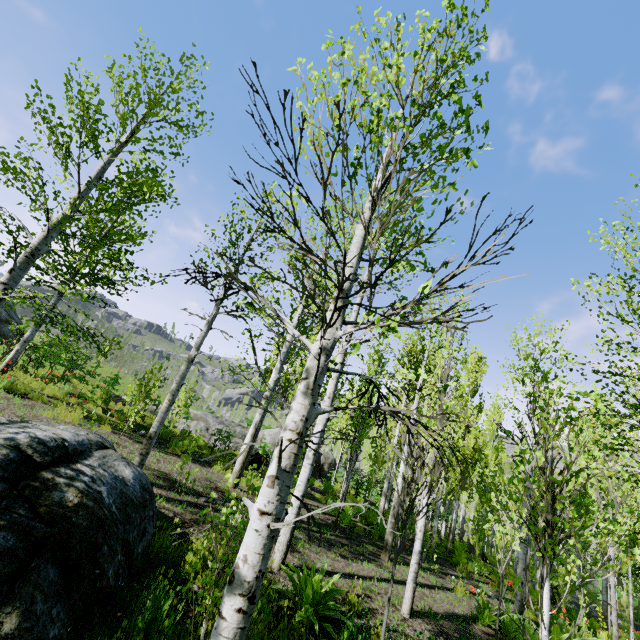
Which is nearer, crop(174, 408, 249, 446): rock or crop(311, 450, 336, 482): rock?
crop(174, 408, 249, 446): rock

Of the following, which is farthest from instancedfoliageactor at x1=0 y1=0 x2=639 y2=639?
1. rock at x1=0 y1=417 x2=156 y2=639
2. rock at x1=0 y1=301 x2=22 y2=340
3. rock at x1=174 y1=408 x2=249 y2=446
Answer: rock at x1=0 y1=301 x2=22 y2=340

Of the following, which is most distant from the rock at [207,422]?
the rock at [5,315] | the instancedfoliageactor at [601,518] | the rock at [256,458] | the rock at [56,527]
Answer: the rock at [56,527]

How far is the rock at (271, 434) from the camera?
18.73m

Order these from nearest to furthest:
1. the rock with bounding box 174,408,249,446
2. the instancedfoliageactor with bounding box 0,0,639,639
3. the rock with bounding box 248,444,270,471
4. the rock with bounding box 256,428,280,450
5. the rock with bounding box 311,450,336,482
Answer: the instancedfoliageactor with bounding box 0,0,639,639, the rock with bounding box 248,444,270,471, the rock with bounding box 174,408,249,446, the rock with bounding box 256,428,280,450, the rock with bounding box 311,450,336,482

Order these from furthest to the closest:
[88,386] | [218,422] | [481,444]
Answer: [481,444] < [218,422] < [88,386]

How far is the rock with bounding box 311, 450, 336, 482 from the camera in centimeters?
1994cm

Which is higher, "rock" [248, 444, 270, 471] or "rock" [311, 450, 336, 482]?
"rock" [311, 450, 336, 482]
